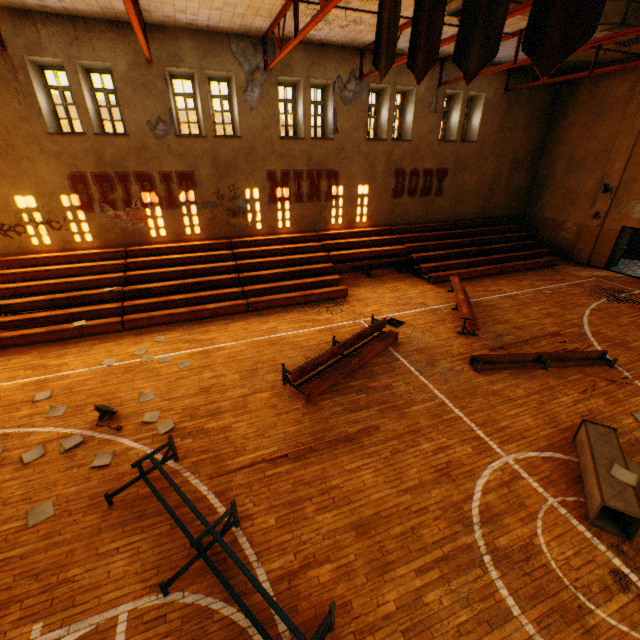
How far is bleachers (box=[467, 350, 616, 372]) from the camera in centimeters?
879cm

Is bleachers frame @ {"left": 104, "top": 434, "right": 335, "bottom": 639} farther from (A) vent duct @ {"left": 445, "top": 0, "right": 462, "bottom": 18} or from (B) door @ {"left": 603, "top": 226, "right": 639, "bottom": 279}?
(B) door @ {"left": 603, "top": 226, "right": 639, "bottom": 279}

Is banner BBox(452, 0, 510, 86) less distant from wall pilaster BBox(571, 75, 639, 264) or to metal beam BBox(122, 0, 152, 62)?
metal beam BBox(122, 0, 152, 62)

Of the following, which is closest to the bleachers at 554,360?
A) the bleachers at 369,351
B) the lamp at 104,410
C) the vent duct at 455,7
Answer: the bleachers at 369,351

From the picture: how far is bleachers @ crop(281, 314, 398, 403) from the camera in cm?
775

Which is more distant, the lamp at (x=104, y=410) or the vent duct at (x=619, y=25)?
the vent duct at (x=619, y=25)

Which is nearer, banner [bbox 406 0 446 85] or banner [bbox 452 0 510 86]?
banner [bbox 452 0 510 86]

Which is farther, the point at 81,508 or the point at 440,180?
the point at 440,180
